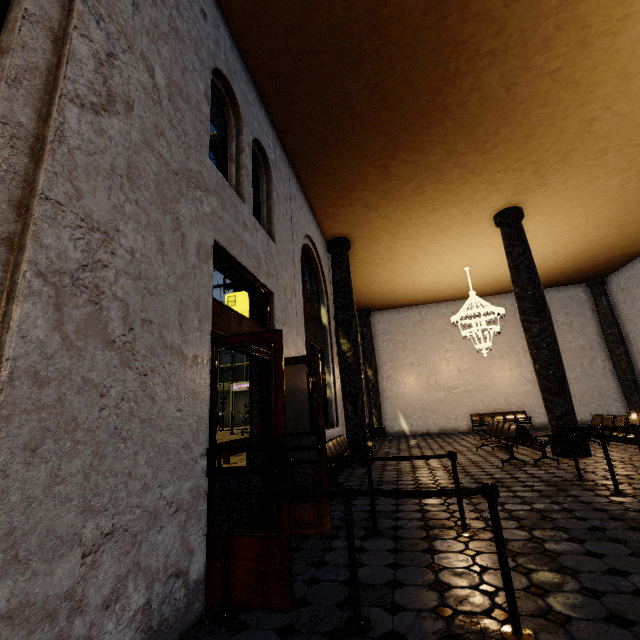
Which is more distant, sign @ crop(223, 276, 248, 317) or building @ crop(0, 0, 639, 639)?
sign @ crop(223, 276, 248, 317)

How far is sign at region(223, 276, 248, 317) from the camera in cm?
539

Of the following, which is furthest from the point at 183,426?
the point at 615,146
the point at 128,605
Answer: the point at 615,146

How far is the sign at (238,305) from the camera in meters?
5.4

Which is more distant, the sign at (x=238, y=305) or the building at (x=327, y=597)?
the sign at (x=238, y=305)
